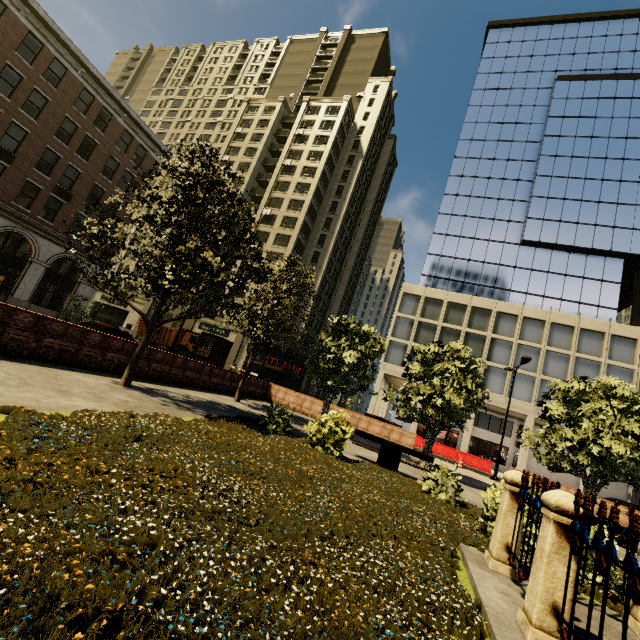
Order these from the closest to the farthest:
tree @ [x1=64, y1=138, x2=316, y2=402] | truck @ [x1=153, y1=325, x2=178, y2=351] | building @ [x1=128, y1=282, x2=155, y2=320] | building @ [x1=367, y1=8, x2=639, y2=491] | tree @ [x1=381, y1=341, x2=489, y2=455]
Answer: tree @ [x1=64, y1=138, x2=316, y2=402]
tree @ [x1=381, y1=341, x2=489, y2=455]
building @ [x1=367, y1=8, x2=639, y2=491]
truck @ [x1=153, y1=325, x2=178, y2=351]
building @ [x1=128, y1=282, x2=155, y2=320]

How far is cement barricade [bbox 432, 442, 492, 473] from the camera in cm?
2645

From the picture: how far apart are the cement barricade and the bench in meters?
19.0

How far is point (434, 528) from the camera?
5.6 meters

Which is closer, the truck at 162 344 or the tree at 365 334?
the tree at 365 334

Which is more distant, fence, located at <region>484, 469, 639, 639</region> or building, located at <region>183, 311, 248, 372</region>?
building, located at <region>183, 311, 248, 372</region>

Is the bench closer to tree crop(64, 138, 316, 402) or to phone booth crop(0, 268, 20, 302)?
tree crop(64, 138, 316, 402)

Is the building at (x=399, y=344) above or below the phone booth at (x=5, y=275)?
above
